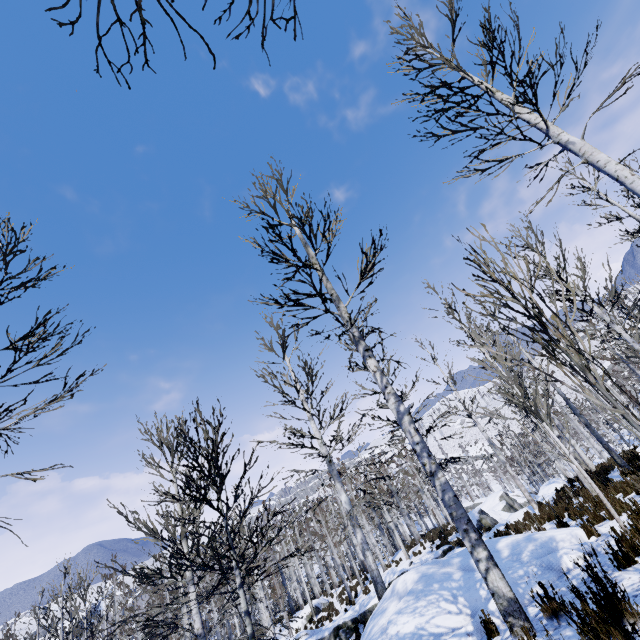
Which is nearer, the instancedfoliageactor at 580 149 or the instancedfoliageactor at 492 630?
the instancedfoliageactor at 492 630

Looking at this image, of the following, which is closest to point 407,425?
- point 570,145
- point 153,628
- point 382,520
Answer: point 570,145

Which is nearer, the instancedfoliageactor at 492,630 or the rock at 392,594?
the instancedfoliageactor at 492,630

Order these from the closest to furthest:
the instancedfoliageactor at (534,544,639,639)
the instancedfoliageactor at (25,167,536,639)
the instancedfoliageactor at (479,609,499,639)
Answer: the instancedfoliageactor at (534,544,639,639), the instancedfoliageactor at (479,609,499,639), the instancedfoliageactor at (25,167,536,639)

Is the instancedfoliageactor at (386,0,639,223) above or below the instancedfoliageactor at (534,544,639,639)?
above

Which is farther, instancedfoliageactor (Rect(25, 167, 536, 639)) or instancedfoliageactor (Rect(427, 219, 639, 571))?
instancedfoliageactor (Rect(25, 167, 536, 639))
